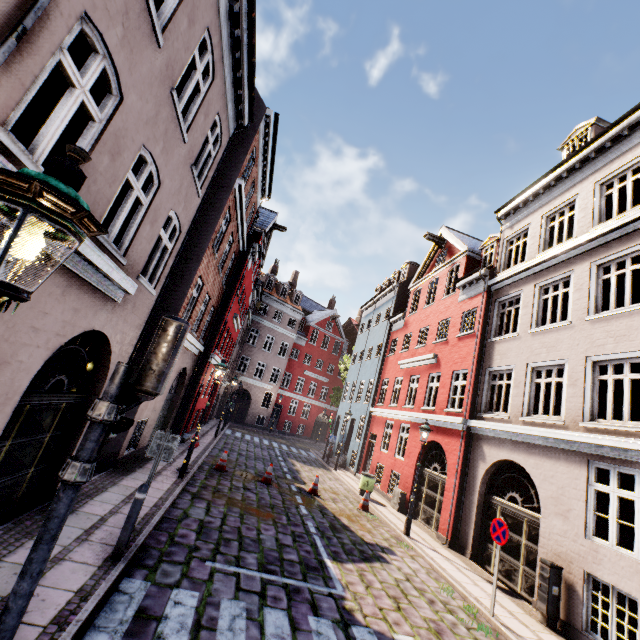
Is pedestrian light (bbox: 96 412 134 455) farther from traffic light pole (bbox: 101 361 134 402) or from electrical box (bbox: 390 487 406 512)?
electrical box (bbox: 390 487 406 512)

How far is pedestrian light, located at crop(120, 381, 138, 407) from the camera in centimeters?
304cm

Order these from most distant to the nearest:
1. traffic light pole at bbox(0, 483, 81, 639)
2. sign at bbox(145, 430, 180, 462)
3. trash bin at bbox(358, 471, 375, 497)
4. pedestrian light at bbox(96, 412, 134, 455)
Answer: trash bin at bbox(358, 471, 375, 497) → sign at bbox(145, 430, 180, 462) → pedestrian light at bbox(96, 412, 134, 455) → traffic light pole at bbox(0, 483, 81, 639)

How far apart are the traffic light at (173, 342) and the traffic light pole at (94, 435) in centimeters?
3cm

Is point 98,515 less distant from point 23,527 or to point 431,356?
point 23,527

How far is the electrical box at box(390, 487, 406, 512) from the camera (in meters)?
14.37

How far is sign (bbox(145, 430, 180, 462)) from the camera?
6.0 meters

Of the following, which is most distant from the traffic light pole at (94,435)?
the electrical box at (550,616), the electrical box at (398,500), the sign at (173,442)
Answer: the electrical box at (398,500)
